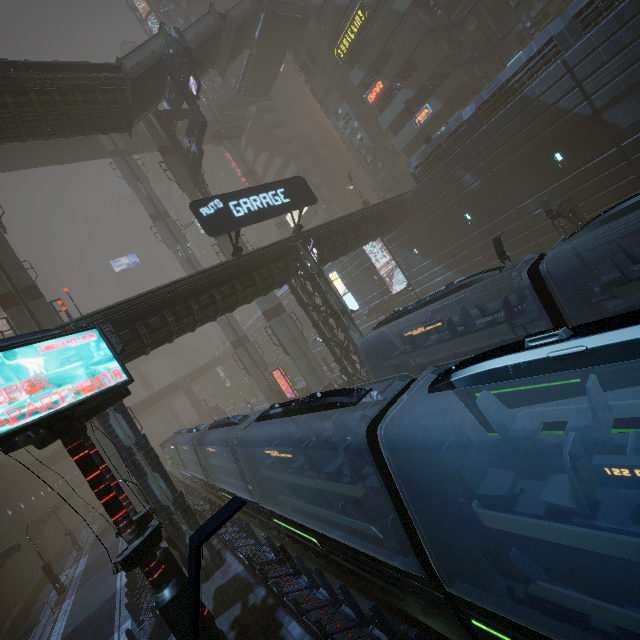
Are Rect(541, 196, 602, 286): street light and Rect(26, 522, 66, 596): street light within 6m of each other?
no

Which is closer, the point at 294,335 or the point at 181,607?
the point at 181,607

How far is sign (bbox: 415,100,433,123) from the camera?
32.6m

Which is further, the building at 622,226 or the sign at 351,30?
the sign at 351,30

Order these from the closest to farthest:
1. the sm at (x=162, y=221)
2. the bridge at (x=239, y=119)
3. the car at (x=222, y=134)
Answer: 1. the sm at (x=162, y=221)
2. the car at (x=222, y=134)
3. the bridge at (x=239, y=119)

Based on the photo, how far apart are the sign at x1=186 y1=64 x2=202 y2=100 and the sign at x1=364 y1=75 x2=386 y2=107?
20.16m

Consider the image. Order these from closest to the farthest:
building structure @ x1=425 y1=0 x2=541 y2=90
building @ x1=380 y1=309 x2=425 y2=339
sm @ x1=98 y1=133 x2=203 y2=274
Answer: building structure @ x1=425 y1=0 x2=541 y2=90, building @ x1=380 y1=309 x2=425 y2=339, sm @ x1=98 y1=133 x2=203 y2=274

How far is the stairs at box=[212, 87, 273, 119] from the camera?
44.62m
